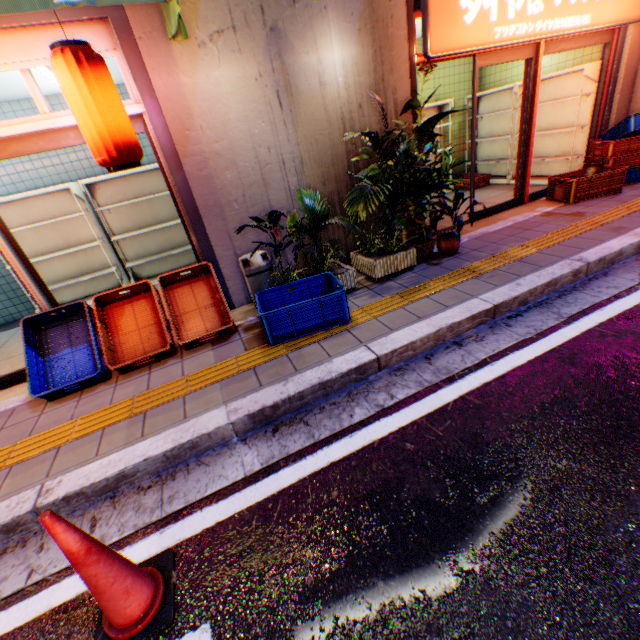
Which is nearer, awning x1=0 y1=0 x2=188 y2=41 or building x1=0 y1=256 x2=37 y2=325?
awning x1=0 y1=0 x2=188 y2=41

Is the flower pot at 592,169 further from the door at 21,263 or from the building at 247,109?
the door at 21,263

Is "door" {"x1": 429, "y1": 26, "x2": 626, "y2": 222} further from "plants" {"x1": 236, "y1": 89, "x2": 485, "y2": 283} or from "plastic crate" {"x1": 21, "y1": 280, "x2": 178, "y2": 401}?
"plastic crate" {"x1": 21, "y1": 280, "x2": 178, "y2": 401}

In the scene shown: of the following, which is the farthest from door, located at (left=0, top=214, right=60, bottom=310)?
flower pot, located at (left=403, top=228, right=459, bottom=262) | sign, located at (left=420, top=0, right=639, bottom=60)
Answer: sign, located at (left=420, top=0, right=639, bottom=60)

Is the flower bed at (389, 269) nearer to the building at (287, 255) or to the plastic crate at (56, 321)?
the building at (287, 255)

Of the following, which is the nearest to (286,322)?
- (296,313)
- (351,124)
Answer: (296,313)

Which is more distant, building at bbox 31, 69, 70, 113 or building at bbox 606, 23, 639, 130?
building at bbox 606, 23, 639, 130

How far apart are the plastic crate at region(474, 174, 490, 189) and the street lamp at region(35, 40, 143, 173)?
7.2m
